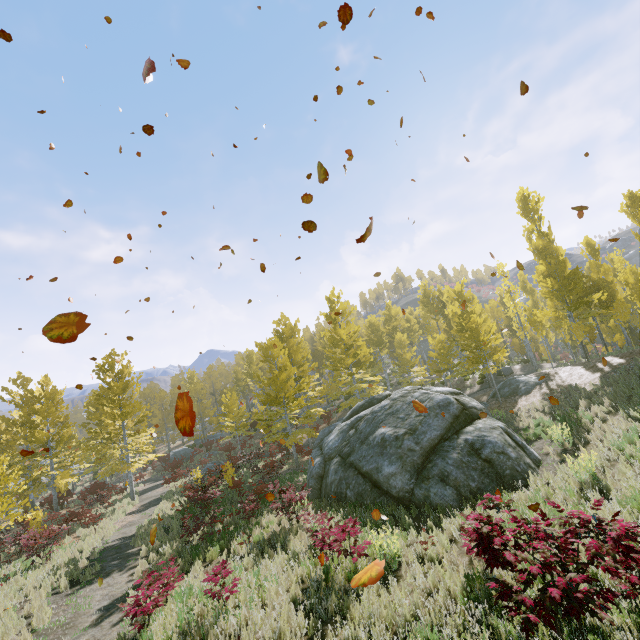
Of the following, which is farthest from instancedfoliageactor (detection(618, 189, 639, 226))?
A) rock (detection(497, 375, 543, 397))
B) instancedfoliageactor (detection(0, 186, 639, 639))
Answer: rock (detection(497, 375, 543, 397))

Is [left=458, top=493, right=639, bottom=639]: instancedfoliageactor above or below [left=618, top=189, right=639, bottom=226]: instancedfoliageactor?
below

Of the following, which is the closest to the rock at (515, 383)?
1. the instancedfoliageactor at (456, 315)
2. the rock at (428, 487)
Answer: the instancedfoliageactor at (456, 315)

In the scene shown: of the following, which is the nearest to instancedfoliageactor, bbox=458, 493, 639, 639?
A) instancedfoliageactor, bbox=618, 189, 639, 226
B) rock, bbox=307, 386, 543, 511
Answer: rock, bbox=307, 386, 543, 511

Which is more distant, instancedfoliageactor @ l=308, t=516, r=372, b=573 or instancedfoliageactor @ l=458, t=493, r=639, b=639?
instancedfoliageactor @ l=308, t=516, r=372, b=573

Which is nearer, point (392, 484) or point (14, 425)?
point (392, 484)

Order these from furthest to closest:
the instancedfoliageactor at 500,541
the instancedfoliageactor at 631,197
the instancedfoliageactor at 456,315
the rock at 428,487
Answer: the instancedfoliageactor at 631,197 < the instancedfoliageactor at 456,315 < the rock at 428,487 < the instancedfoliageactor at 500,541
